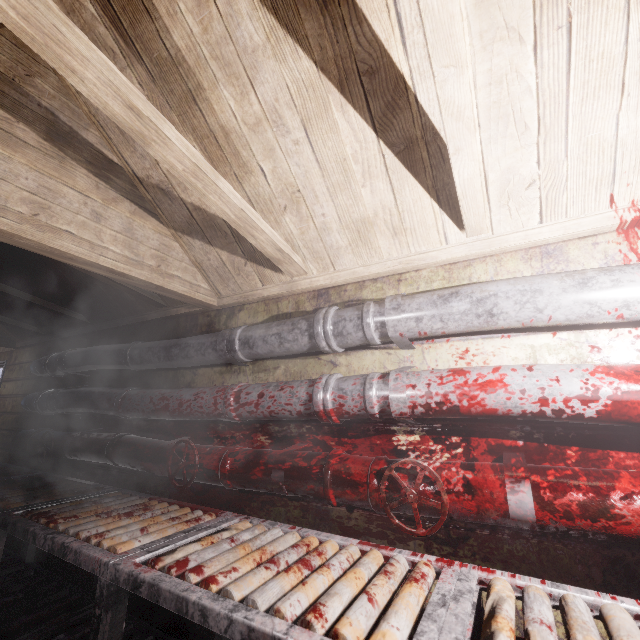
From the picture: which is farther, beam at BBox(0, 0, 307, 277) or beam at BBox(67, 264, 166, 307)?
beam at BBox(67, 264, 166, 307)

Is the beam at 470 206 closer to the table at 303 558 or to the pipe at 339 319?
the pipe at 339 319

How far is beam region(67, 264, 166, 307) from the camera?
2.02m

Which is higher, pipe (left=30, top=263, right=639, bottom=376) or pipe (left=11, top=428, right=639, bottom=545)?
pipe (left=30, top=263, right=639, bottom=376)

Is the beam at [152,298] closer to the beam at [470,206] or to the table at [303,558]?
the beam at [470,206]

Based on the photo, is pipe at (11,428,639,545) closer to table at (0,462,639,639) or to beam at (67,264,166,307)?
table at (0,462,639,639)

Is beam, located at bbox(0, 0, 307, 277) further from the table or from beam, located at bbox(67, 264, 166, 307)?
the table

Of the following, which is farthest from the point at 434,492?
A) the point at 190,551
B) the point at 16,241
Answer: the point at 16,241
